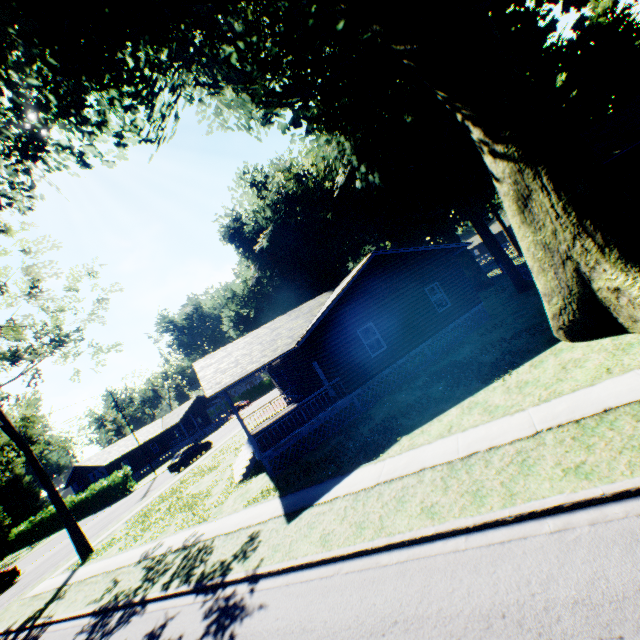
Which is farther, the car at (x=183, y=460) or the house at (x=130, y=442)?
the house at (x=130, y=442)

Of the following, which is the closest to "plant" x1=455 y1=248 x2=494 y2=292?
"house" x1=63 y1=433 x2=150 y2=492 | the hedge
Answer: the hedge

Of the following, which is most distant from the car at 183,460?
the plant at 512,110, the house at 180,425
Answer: the plant at 512,110

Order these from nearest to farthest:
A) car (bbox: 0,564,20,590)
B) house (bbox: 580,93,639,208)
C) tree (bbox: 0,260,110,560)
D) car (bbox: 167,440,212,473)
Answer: house (bbox: 580,93,639,208) → tree (bbox: 0,260,110,560) → car (bbox: 0,564,20,590) → car (bbox: 167,440,212,473)

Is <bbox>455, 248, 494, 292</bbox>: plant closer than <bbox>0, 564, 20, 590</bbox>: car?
No

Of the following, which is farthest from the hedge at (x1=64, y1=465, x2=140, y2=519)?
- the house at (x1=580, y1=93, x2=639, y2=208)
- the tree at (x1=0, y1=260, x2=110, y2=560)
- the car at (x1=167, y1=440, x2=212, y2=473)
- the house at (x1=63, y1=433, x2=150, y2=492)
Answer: the house at (x1=580, y1=93, x2=639, y2=208)

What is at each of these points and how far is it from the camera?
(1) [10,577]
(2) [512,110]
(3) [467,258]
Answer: (1) car, 24.7m
(2) plant, 9.1m
(3) plant, 32.9m

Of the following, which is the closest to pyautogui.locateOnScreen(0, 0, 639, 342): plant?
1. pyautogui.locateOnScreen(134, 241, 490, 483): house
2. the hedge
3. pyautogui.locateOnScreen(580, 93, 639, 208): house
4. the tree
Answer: pyautogui.locateOnScreen(134, 241, 490, 483): house
